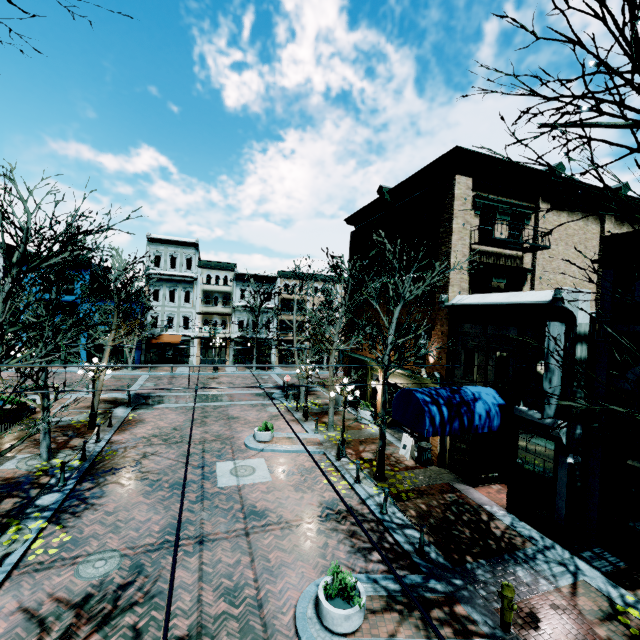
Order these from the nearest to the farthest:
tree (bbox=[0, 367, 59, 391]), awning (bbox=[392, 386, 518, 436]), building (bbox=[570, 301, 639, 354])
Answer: tree (bbox=[0, 367, 59, 391]) < building (bbox=[570, 301, 639, 354]) < awning (bbox=[392, 386, 518, 436])

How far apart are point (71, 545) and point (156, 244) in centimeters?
3214cm

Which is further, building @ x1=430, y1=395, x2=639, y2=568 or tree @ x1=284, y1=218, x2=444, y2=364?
tree @ x1=284, y1=218, x2=444, y2=364

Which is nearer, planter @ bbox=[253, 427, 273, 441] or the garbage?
the garbage

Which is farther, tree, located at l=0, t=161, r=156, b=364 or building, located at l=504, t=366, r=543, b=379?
building, located at l=504, t=366, r=543, b=379

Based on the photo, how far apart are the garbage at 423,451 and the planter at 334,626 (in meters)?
8.07

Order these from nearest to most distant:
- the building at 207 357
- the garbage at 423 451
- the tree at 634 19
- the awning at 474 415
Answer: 1. the tree at 634 19
2. the awning at 474 415
3. the garbage at 423 451
4. the building at 207 357
